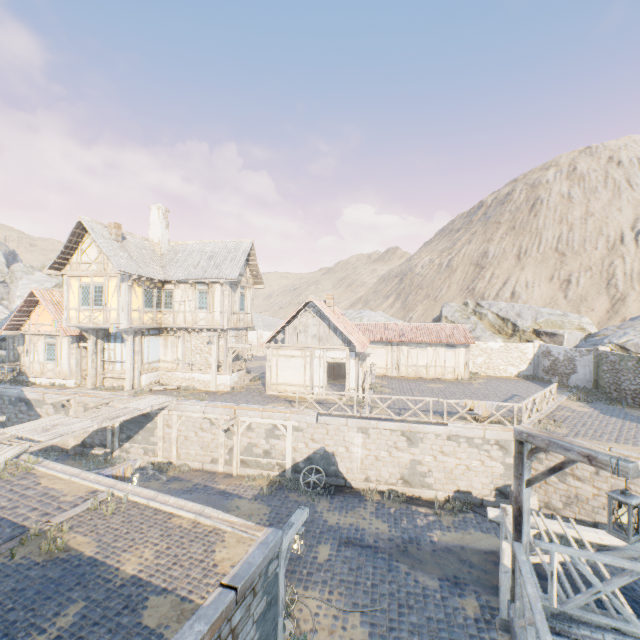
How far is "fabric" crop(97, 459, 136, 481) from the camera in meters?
10.0 m

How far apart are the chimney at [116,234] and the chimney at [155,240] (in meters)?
2.96

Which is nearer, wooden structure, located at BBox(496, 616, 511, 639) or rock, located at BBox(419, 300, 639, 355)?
wooden structure, located at BBox(496, 616, 511, 639)

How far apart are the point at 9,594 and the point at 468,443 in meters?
14.8 m

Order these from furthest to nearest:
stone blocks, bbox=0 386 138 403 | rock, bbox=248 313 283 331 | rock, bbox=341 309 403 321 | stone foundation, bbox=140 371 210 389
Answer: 1. rock, bbox=248 313 283 331
2. rock, bbox=341 309 403 321
3. stone foundation, bbox=140 371 210 389
4. stone blocks, bbox=0 386 138 403

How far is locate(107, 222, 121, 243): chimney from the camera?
18.62m

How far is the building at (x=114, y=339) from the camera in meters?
20.3

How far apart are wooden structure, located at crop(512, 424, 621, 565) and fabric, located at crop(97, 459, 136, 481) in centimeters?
1079cm
